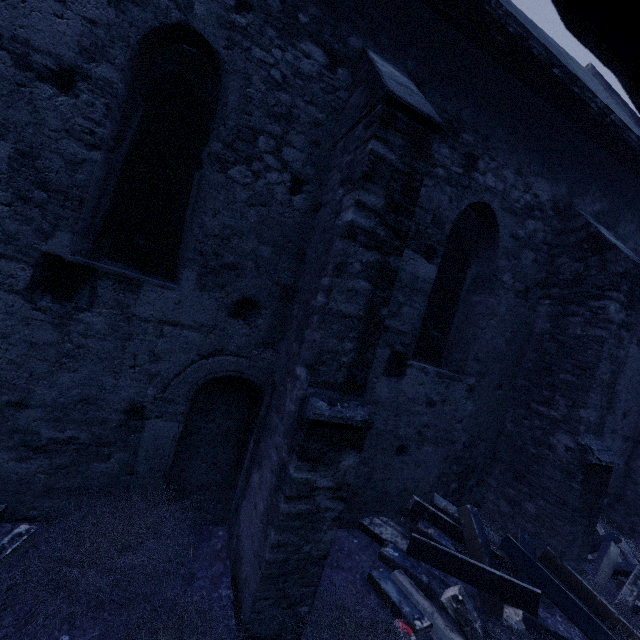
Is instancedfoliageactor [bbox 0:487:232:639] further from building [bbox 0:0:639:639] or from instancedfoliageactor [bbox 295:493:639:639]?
instancedfoliageactor [bbox 295:493:639:639]

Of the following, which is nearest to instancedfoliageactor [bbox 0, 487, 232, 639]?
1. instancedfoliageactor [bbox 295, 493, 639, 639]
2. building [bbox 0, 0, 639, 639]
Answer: building [bbox 0, 0, 639, 639]

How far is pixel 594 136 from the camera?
5.4 meters

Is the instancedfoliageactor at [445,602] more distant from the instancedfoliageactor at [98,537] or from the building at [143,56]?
the instancedfoliageactor at [98,537]

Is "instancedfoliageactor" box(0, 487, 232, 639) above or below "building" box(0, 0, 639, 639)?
below
